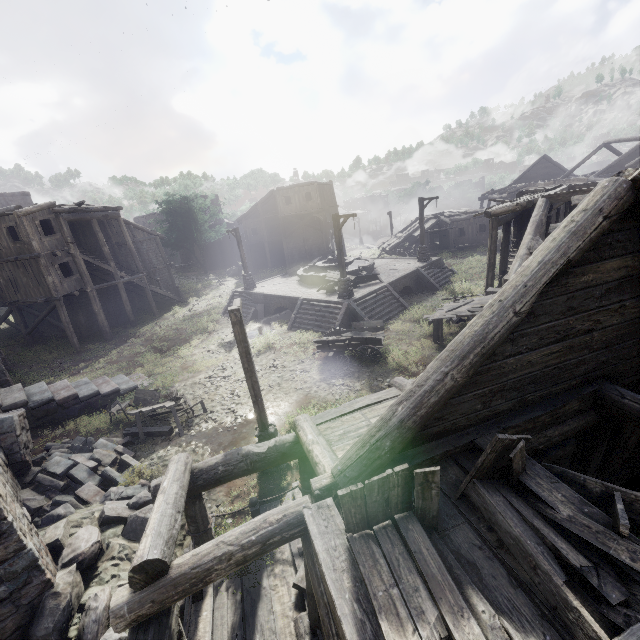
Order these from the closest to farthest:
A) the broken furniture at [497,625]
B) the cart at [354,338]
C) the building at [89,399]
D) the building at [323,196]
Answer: the broken furniture at [497,625], the building at [89,399], the cart at [354,338], the building at [323,196]

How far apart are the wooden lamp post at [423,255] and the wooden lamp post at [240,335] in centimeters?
1874cm

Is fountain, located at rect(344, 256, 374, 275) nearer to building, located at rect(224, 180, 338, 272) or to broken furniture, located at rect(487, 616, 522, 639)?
building, located at rect(224, 180, 338, 272)

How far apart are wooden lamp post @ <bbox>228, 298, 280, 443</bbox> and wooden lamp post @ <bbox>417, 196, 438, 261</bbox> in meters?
18.7

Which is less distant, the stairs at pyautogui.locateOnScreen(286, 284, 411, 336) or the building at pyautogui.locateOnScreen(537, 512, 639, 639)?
the building at pyautogui.locateOnScreen(537, 512, 639, 639)

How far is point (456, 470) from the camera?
4.21m

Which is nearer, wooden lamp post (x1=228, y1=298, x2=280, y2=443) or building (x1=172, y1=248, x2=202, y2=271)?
wooden lamp post (x1=228, y1=298, x2=280, y2=443)

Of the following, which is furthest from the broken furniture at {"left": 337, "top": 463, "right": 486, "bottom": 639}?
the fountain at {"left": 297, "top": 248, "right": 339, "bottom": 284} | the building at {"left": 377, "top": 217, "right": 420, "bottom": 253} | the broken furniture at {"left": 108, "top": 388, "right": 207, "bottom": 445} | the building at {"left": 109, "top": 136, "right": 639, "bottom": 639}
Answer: the building at {"left": 377, "top": 217, "right": 420, "bottom": 253}
